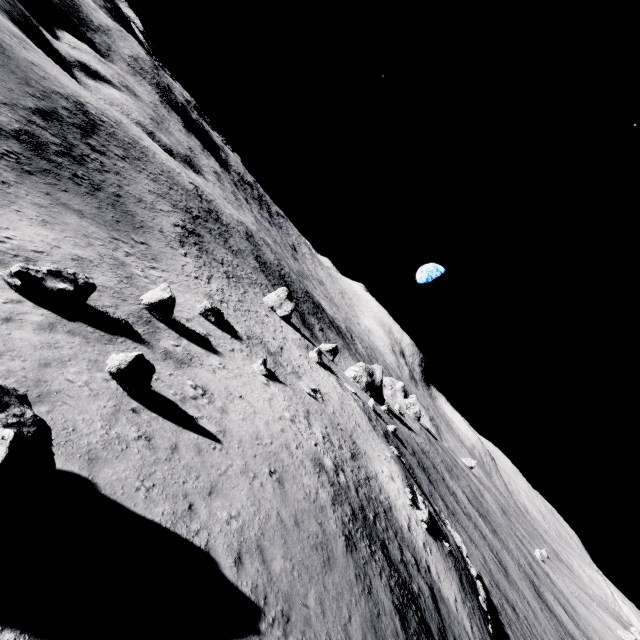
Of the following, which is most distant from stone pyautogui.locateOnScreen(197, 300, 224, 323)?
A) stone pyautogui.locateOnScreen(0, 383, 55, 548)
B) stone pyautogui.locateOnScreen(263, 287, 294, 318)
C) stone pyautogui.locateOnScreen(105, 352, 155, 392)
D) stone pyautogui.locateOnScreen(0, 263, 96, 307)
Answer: stone pyautogui.locateOnScreen(263, 287, 294, 318)

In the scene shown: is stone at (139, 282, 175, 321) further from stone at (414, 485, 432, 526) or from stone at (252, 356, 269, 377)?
stone at (414, 485, 432, 526)

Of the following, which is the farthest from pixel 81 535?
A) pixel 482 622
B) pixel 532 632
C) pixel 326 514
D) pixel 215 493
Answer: pixel 532 632

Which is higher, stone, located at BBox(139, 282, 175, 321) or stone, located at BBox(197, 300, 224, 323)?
stone, located at BBox(139, 282, 175, 321)

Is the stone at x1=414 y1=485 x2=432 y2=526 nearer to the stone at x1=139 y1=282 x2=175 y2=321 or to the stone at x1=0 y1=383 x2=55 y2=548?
the stone at x1=139 y1=282 x2=175 y2=321

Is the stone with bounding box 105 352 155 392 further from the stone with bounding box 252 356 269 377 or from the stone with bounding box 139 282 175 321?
the stone with bounding box 252 356 269 377

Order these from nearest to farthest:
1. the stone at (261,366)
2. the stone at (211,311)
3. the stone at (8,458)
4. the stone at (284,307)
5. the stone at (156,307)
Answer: the stone at (8,458), the stone at (156,307), the stone at (261,366), the stone at (211,311), the stone at (284,307)

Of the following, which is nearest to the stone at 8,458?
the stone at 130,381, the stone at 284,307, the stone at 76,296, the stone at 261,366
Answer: the stone at 130,381
